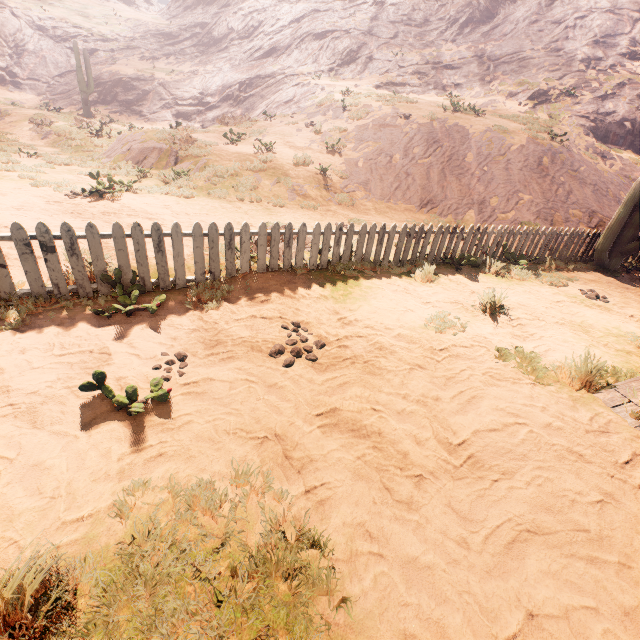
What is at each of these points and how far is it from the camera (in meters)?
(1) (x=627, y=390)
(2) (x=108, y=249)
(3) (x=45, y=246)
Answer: (1) building, 3.62
(2) z, 5.39
(3) fence, 3.94

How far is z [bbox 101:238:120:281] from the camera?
4.2m

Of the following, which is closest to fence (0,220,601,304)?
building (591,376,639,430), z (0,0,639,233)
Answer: z (0,0,639,233)

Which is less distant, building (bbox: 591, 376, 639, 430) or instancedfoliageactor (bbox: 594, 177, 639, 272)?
building (bbox: 591, 376, 639, 430)

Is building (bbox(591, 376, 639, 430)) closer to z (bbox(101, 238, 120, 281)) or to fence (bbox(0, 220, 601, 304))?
z (bbox(101, 238, 120, 281))

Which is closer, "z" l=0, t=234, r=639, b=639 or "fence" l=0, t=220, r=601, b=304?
"z" l=0, t=234, r=639, b=639

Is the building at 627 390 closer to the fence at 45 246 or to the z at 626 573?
the z at 626 573

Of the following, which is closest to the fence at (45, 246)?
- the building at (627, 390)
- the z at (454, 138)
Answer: the z at (454, 138)
